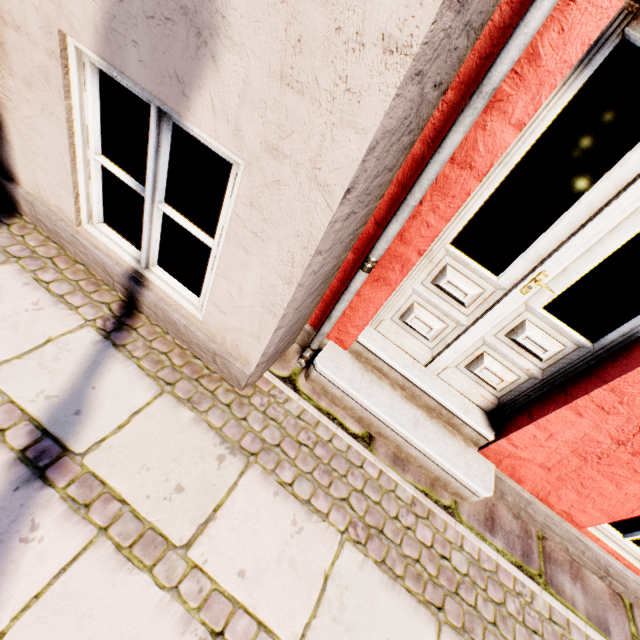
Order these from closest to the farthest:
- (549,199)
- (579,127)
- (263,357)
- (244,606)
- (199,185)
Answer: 1. (244,606)
2. (263,357)
3. (199,185)
4. (579,127)
5. (549,199)
